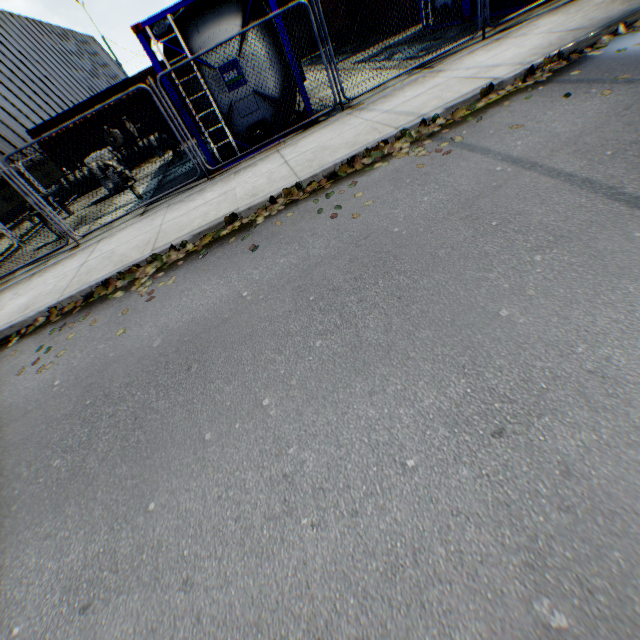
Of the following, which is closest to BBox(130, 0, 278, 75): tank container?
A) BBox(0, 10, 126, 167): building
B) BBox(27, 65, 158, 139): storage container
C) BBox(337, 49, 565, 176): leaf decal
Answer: BBox(27, 65, 158, 139): storage container

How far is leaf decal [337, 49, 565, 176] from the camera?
5.20m

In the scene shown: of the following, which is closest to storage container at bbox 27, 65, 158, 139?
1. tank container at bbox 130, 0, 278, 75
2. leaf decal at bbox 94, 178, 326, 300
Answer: tank container at bbox 130, 0, 278, 75

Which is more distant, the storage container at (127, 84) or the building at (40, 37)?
the building at (40, 37)

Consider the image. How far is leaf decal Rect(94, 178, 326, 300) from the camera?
5.4 meters

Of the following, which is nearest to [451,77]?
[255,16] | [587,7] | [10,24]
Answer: [587,7]

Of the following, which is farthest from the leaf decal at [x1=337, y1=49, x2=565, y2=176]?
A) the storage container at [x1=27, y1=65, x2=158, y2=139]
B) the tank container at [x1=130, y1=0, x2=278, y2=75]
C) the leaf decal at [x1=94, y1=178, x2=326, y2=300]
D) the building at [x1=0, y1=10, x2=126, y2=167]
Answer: the building at [x1=0, y1=10, x2=126, y2=167]

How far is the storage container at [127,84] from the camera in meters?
13.8
